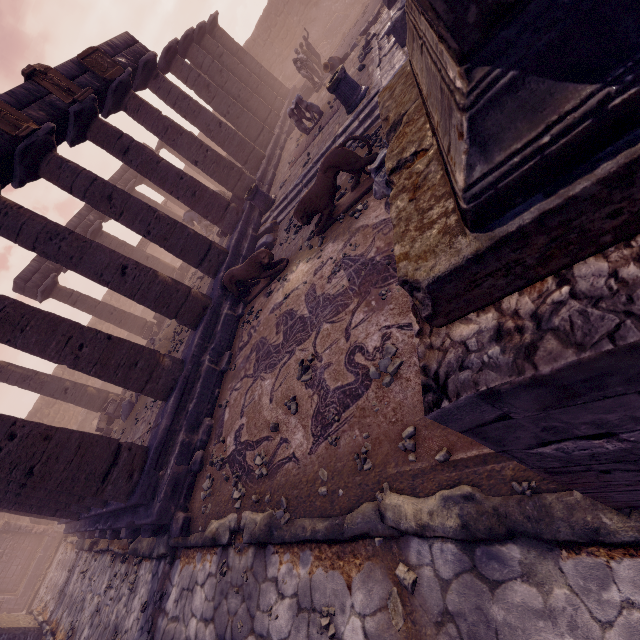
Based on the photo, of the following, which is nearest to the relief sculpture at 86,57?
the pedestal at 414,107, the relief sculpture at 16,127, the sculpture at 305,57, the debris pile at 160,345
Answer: the relief sculpture at 16,127

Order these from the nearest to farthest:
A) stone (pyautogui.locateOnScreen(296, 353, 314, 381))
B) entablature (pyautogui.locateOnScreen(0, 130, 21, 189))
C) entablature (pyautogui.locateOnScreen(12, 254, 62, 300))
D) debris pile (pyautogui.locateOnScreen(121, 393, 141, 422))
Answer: stone (pyautogui.locateOnScreen(296, 353, 314, 381)) < entablature (pyautogui.locateOnScreen(0, 130, 21, 189)) < debris pile (pyautogui.locateOnScreen(121, 393, 141, 422)) < entablature (pyautogui.locateOnScreen(12, 254, 62, 300))

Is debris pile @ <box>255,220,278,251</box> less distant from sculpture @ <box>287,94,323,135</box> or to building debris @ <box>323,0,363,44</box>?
sculpture @ <box>287,94,323,135</box>

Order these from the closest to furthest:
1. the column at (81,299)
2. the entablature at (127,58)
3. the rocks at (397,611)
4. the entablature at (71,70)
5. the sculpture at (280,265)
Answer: the rocks at (397,611), the sculpture at (280,265), the entablature at (71,70), the entablature at (127,58), the column at (81,299)

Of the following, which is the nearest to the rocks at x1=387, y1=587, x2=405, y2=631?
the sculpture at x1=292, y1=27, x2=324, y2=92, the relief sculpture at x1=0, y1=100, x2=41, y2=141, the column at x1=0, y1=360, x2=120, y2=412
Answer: the relief sculpture at x1=0, y1=100, x2=41, y2=141

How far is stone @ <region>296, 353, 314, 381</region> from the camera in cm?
490

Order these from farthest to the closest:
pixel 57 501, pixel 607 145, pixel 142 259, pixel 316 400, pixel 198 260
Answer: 1. pixel 142 259
2. pixel 198 260
3. pixel 57 501
4. pixel 316 400
5. pixel 607 145

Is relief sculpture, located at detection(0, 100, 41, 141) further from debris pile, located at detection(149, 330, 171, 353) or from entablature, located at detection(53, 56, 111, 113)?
debris pile, located at detection(149, 330, 171, 353)
